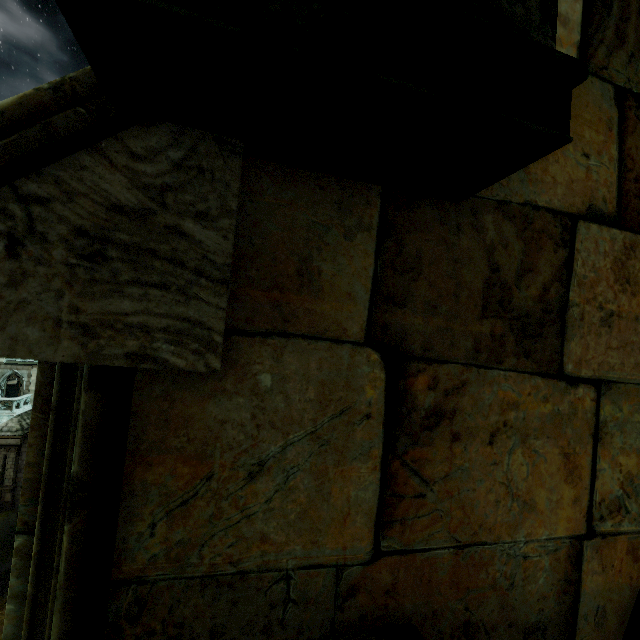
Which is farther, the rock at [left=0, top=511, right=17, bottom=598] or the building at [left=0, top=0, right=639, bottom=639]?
the rock at [left=0, top=511, right=17, bottom=598]

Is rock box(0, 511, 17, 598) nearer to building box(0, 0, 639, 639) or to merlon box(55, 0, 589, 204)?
building box(0, 0, 639, 639)

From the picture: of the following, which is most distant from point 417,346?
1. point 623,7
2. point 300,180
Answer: point 623,7

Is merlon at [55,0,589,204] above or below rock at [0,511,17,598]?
above

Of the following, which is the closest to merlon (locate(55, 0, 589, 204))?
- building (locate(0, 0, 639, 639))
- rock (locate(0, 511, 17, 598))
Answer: building (locate(0, 0, 639, 639))

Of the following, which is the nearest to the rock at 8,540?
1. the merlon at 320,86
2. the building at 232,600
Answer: the building at 232,600

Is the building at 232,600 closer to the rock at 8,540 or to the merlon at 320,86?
the merlon at 320,86

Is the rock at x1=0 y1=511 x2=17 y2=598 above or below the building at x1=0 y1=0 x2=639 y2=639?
below
